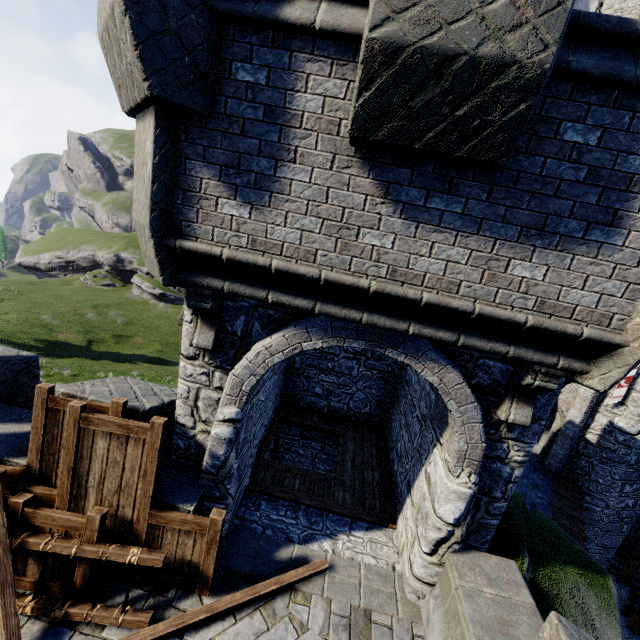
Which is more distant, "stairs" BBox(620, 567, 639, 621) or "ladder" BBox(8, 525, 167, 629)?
"stairs" BBox(620, 567, 639, 621)

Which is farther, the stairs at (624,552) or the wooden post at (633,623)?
the stairs at (624,552)

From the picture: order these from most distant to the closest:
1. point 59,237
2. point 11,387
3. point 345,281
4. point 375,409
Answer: point 59,237 < point 375,409 < point 11,387 < point 345,281

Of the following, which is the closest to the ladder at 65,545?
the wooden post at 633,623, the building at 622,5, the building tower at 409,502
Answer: the building tower at 409,502

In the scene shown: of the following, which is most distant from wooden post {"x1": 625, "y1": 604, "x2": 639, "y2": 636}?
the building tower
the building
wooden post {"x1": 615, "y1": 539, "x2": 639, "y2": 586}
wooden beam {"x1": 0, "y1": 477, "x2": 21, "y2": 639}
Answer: the building

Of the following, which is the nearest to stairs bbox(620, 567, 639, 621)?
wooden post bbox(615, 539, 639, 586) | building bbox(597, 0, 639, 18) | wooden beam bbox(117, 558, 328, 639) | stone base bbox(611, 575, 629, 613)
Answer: stone base bbox(611, 575, 629, 613)

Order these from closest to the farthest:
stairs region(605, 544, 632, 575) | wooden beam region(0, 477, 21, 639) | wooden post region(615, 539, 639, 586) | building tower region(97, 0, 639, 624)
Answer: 1. building tower region(97, 0, 639, 624)
2. wooden beam region(0, 477, 21, 639)
3. wooden post region(615, 539, 639, 586)
4. stairs region(605, 544, 632, 575)

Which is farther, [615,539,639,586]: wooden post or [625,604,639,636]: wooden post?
[615,539,639,586]: wooden post
